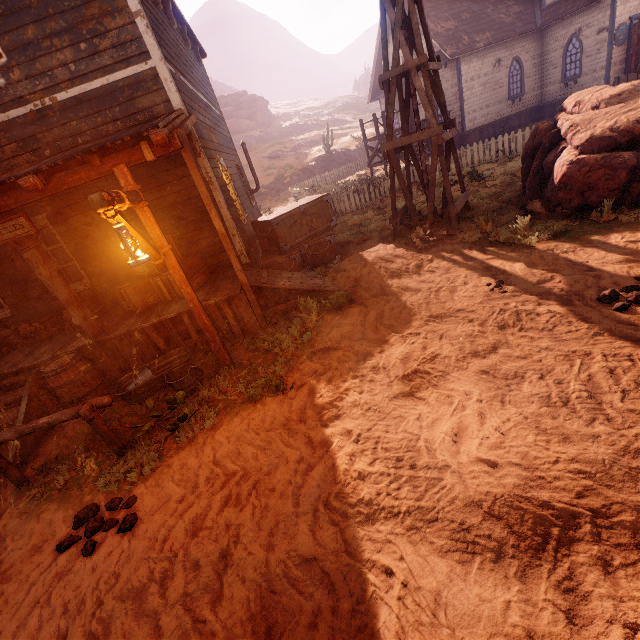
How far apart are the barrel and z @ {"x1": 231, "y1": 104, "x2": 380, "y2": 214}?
40.5 meters

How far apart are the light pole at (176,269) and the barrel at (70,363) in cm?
223

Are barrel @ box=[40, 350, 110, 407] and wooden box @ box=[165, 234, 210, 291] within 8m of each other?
yes

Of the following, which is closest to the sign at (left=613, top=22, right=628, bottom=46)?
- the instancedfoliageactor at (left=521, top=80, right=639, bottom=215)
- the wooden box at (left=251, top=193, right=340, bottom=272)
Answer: the instancedfoliageactor at (left=521, top=80, right=639, bottom=215)

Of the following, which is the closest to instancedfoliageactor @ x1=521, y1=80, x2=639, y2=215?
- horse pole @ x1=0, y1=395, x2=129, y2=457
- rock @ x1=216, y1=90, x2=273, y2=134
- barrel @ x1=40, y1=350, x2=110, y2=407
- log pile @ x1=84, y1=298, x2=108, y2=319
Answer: horse pole @ x1=0, y1=395, x2=129, y2=457

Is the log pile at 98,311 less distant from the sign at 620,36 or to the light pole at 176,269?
the light pole at 176,269

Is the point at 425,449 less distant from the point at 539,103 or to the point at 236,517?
the point at 236,517

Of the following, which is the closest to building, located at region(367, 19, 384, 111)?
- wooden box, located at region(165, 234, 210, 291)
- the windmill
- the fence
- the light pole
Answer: wooden box, located at region(165, 234, 210, 291)
